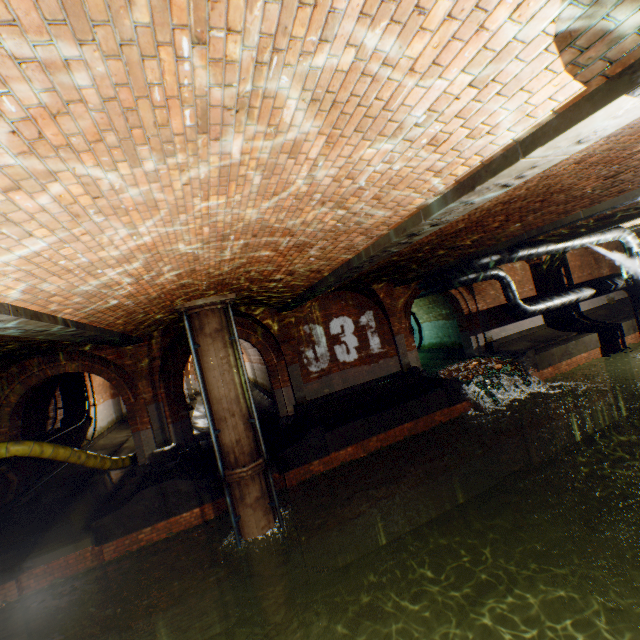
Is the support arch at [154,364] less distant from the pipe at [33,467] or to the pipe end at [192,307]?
the pipe end at [192,307]

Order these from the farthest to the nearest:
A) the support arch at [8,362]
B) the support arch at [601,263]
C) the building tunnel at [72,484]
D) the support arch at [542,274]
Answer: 1. the support arch at [601,263]
2. the support arch at [542,274]
3. the building tunnel at [72,484]
4. the support arch at [8,362]

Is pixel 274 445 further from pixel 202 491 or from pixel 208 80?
pixel 208 80

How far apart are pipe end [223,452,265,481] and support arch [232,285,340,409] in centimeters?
367cm

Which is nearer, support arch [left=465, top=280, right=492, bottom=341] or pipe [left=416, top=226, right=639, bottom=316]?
pipe [left=416, top=226, right=639, bottom=316]

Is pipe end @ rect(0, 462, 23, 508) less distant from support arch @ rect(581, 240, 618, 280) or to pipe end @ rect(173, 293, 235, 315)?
pipe end @ rect(173, 293, 235, 315)

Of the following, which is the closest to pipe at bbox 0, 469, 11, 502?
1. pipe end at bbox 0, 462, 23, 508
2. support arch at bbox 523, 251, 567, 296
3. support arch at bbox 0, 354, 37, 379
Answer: pipe end at bbox 0, 462, 23, 508

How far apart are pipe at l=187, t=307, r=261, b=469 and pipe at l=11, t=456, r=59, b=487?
5.6 meters
